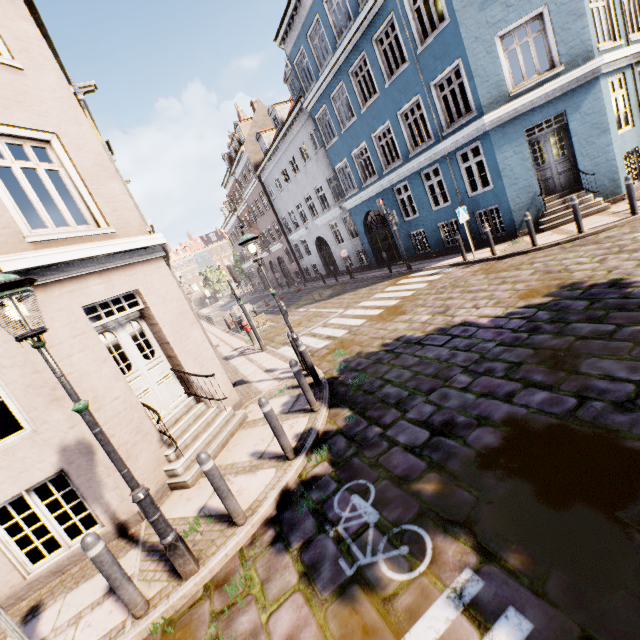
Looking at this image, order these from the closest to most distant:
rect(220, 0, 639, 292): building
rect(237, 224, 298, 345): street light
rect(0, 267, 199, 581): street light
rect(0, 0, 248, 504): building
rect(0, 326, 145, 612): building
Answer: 1. rect(0, 267, 199, 581): street light
2. rect(0, 326, 145, 612): building
3. rect(0, 0, 248, 504): building
4. rect(237, 224, 298, 345): street light
5. rect(220, 0, 639, 292): building

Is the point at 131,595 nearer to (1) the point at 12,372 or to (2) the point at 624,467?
(1) the point at 12,372

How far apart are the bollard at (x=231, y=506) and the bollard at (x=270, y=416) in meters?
1.0 m

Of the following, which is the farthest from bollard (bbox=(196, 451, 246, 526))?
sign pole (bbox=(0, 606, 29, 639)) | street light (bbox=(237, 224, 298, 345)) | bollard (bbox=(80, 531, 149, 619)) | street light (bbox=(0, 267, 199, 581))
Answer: street light (bbox=(237, 224, 298, 345))

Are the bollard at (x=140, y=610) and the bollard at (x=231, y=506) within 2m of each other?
yes

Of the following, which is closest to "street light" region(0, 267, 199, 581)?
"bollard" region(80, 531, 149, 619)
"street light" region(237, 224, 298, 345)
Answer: "bollard" region(80, 531, 149, 619)

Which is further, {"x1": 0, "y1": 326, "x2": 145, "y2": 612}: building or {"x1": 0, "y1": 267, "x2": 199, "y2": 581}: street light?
{"x1": 0, "y1": 326, "x2": 145, "y2": 612}: building

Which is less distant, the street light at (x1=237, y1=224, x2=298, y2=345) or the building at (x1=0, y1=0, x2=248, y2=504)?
the building at (x1=0, y1=0, x2=248, y2=504)
